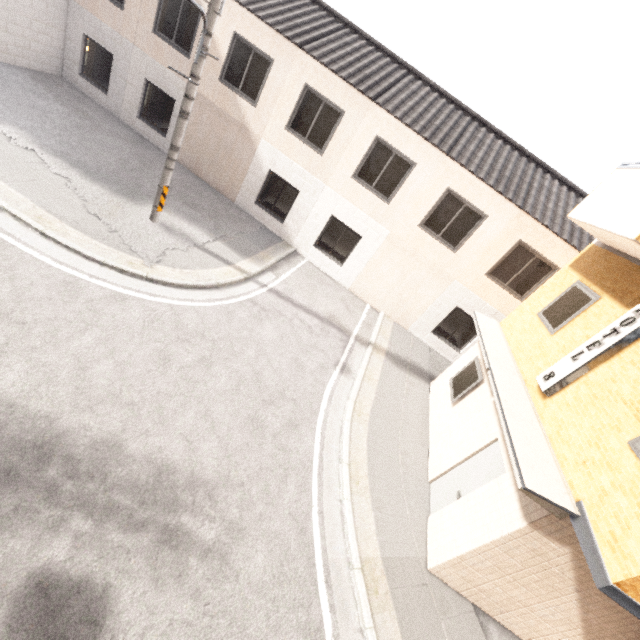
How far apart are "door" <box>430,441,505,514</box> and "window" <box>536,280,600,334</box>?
2.5 meters

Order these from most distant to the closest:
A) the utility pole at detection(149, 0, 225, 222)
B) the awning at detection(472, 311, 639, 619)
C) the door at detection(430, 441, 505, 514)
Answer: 1. the utility pole at detection(149, 0, 225, 222)
2. the door at detection(430, 441, 505, 514)
3. the awning at detection(472, 311, 639, 619)

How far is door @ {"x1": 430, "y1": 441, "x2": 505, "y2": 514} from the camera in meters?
6.3 m

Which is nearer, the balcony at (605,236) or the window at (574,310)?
the balcony at (605,236)

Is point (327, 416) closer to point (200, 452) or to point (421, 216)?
point (200, 452)

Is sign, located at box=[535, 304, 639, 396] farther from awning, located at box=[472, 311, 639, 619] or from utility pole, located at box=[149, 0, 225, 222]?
utility pole, located at box=[149, 0, 225, 222]

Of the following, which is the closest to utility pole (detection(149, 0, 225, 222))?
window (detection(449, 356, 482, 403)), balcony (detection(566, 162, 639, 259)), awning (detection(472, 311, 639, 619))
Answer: balcony (detection(566, 162, 639, 259))

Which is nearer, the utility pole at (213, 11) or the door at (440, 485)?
the door at (440, 485)
